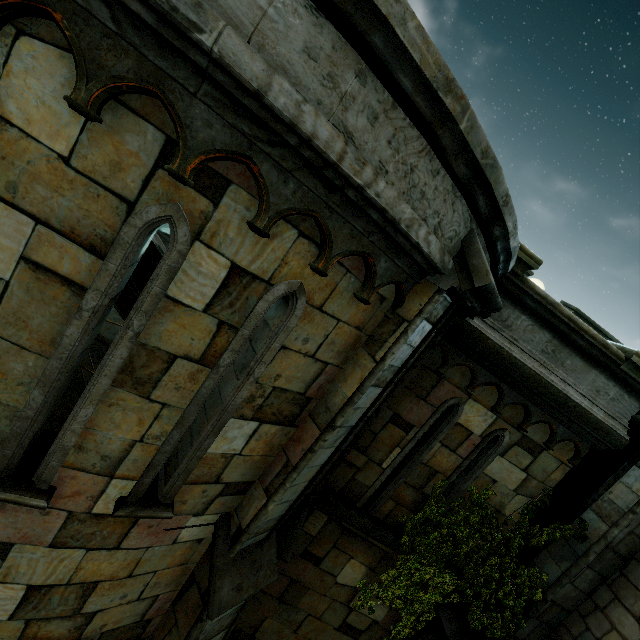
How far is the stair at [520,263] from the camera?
4.13m

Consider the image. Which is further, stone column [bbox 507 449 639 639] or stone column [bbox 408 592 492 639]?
stone column [bbox 408 592 492 639]

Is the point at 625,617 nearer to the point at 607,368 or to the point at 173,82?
the point at 607,368

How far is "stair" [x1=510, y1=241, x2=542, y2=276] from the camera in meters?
4.1 m

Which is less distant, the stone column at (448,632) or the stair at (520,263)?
the stair at (520,263)

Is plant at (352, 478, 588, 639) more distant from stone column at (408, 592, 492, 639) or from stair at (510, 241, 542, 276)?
stair at (510, 241, 542, 276)

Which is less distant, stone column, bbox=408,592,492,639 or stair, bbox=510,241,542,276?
stair, bbox=510,241,542,276

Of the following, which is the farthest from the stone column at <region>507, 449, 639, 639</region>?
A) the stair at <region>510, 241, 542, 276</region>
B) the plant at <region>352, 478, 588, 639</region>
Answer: the stair at <region>510, 241, 542, 276</region>
